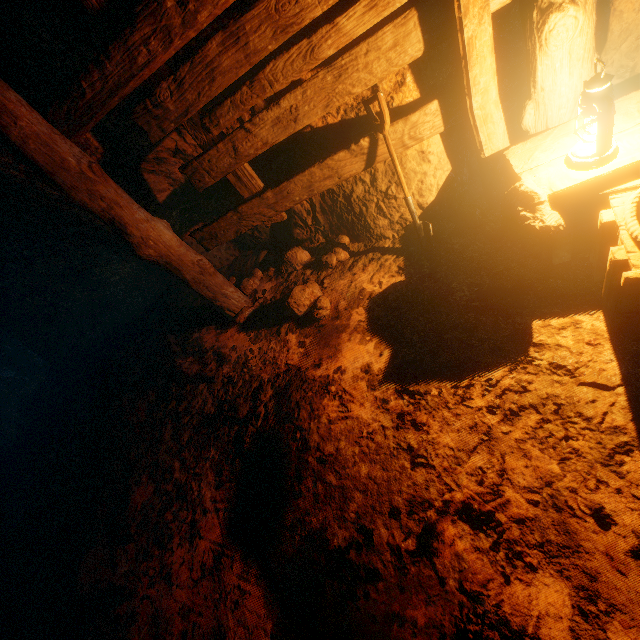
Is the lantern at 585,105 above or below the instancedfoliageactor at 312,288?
above

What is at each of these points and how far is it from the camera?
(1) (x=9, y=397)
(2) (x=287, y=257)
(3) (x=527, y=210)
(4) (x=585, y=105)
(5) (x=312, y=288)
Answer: (1) cave, 6.00m
(2) instancedfoliageactor, 3.79m
(3) instancedfoliageactor, 1.86m
(4) lantern, 1.62m
(5) instancedfoliageactor, 3.30m

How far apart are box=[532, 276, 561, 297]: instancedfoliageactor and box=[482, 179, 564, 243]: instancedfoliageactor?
0.4m

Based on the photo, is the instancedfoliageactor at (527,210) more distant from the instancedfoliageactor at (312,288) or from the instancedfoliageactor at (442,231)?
the instancedfoliageactor at (312,288)

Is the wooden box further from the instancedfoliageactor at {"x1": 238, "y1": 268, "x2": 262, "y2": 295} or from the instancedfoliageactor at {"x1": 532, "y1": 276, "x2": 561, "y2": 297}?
the instancedfoliageactor at {"x1": 238, "y1": 268, "x2": 262, "y2": 295}

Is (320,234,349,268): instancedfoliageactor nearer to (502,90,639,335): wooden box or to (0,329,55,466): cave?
(502,90,639,335): wooden box

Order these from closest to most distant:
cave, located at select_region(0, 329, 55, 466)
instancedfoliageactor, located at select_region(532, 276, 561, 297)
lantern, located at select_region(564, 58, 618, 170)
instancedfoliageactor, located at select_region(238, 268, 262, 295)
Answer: lantern, located at select_region(564, 58, 618, 170) < instancedfoliageactor, located at select_region(532, 276, 561, 297) < instancedfoliageactor, located at select_region(238, 268, 262, 295) < cave, located at select_region(0, 329, 55, 466)

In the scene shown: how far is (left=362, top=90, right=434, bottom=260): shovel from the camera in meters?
2.3 m
